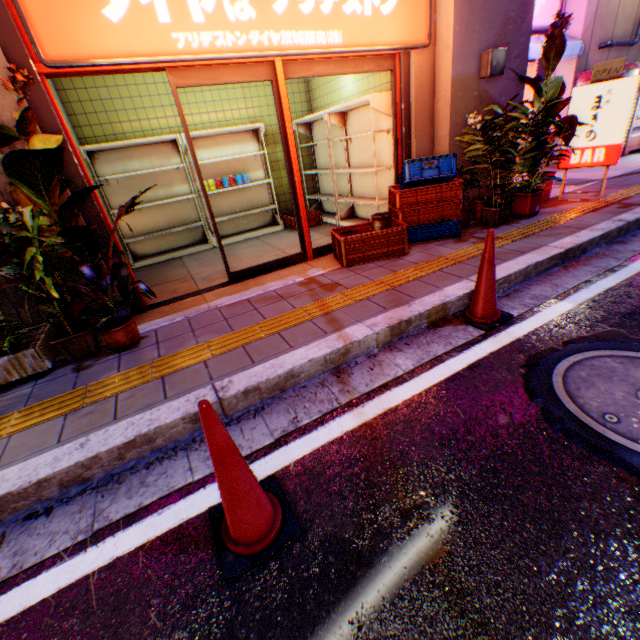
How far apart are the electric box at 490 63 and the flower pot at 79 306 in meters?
5.6 m

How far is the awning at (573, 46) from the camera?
7.5 meters

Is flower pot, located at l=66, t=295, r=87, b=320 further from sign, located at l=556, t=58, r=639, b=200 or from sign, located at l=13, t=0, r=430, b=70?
sign, located at l=556, t=58, r=639, b=200

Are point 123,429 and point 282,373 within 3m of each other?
yes

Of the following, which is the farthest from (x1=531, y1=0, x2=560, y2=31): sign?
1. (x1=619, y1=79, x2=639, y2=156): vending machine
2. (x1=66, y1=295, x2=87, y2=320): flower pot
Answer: (x1=66, y1=295, x2=87, y2=320): flower pot

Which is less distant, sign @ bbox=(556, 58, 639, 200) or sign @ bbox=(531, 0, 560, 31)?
sign @ bbox=(556, 58, 639, 200)

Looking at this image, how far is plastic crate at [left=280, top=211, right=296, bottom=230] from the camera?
6.7m

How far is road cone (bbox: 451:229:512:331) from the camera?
2.8 meters
